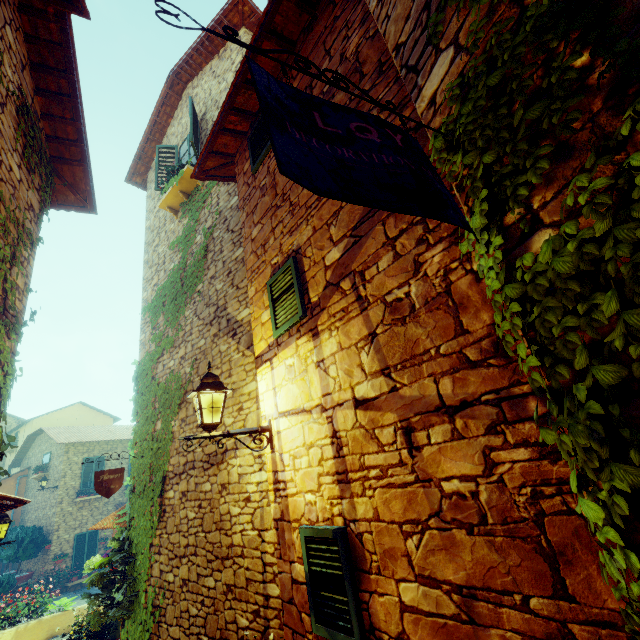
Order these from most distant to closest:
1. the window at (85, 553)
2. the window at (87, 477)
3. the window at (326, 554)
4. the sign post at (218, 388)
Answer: the window at (87, 477), the window at (85, 553), the sign post at (218, 388), the window at (326, 554)

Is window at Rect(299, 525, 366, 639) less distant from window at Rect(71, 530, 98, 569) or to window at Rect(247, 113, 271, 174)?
window at Rect(247, 113, 271, 174)

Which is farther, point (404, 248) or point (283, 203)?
point (283, 203)

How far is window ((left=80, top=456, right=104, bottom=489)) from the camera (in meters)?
17.89

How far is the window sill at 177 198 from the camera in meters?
7.4 m

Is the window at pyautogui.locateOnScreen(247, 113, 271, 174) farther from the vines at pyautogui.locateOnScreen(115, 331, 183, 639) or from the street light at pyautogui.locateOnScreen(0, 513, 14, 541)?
the street light at pyautogui.locateOnScreen(0, 513, 14, 541)

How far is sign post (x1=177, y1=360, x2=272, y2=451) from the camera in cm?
305

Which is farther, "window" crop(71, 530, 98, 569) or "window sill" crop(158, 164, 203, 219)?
"window" crop(71, 530, 98, 569)
